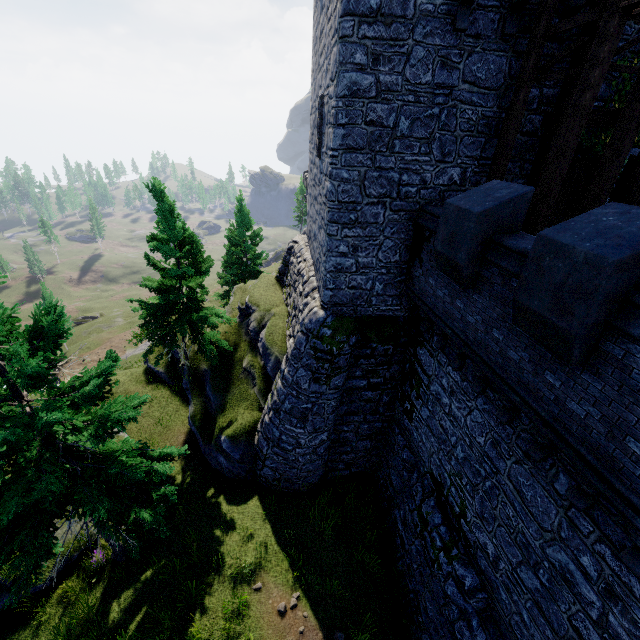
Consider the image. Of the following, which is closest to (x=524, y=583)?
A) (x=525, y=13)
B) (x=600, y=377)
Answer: (x=600, y=377)

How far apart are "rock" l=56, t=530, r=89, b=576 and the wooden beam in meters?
20.3 m

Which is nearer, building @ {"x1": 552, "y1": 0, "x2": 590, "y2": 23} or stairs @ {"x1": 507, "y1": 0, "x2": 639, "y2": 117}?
stairs @ {"x1": 507, "y1": 0, "x2": 639, "y2": 117}

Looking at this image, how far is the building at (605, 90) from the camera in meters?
8.9 m

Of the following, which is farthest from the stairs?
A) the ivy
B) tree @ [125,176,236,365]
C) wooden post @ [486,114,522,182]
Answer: tree @ [125,176,236,365]

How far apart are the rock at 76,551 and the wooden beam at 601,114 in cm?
2032

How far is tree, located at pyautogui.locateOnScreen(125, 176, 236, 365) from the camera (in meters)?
13.72

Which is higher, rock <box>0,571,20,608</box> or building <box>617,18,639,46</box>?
building <box>617,18,639,46</box>
